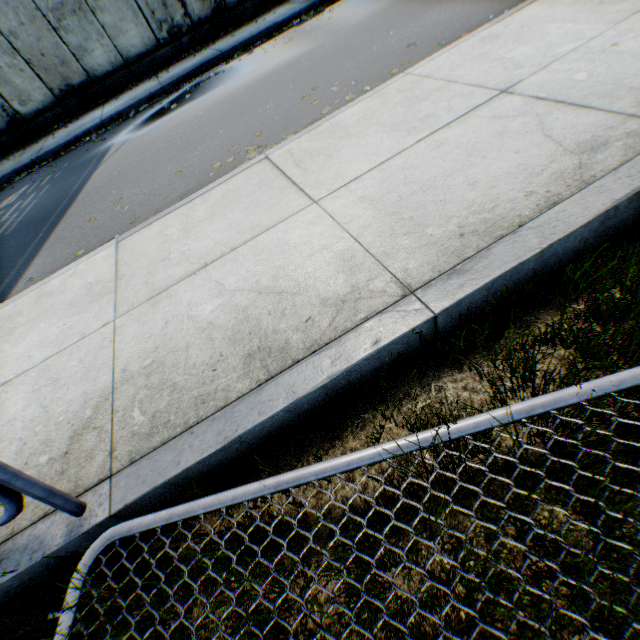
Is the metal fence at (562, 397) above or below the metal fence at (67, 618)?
below

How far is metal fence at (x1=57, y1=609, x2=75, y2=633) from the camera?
1.28m

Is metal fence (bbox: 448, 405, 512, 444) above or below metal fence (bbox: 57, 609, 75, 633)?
below

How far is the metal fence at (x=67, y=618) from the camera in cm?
128

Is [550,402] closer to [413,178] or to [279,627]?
[279,627]
